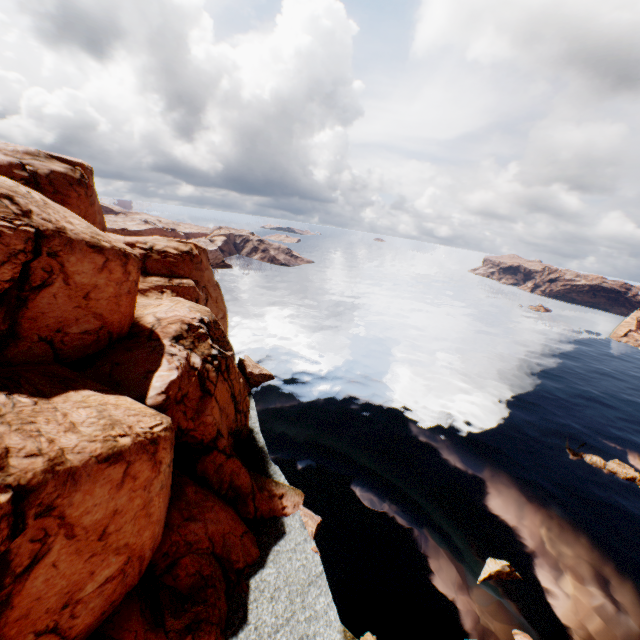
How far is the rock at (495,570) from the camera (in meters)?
27.25

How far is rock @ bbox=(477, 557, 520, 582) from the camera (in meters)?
27.25

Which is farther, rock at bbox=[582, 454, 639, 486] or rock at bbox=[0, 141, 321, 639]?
rock at bbox=[582, 454, 639, 486]

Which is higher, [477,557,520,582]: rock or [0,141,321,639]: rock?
[0,141,321,639]: rock

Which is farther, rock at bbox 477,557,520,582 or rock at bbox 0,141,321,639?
rock at bbox 477,557,520,582

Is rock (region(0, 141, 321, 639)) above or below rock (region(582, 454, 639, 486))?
above

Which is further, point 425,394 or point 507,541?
point 425,394

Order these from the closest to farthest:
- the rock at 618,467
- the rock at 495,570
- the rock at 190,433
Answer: the rock at 190,433 → the rock at 495,570 → the rock at 618,467
